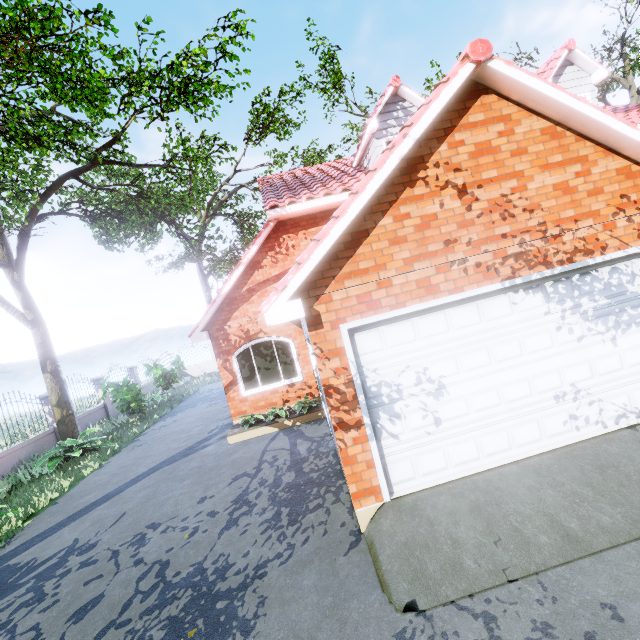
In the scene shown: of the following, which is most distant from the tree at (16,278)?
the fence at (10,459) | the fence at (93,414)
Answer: the fence at (93,414)

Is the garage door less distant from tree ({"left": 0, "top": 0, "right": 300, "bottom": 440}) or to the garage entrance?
the garage entrance

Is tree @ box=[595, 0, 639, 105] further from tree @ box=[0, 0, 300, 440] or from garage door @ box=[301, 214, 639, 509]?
garage door @ box=[301, 214, 639, 509]

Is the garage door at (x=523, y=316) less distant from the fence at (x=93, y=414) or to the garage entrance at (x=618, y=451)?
the garage entrance at (x=618, y=451)

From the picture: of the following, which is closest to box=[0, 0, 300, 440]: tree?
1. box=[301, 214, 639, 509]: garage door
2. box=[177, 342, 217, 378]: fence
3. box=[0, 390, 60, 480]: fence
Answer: box=[0, 390, 60, 480]: fence

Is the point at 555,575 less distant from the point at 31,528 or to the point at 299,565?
the point at 299,565

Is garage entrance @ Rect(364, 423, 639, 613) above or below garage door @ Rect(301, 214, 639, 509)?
below

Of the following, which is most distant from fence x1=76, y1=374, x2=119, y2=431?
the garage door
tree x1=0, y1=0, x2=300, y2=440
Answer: the garage door
